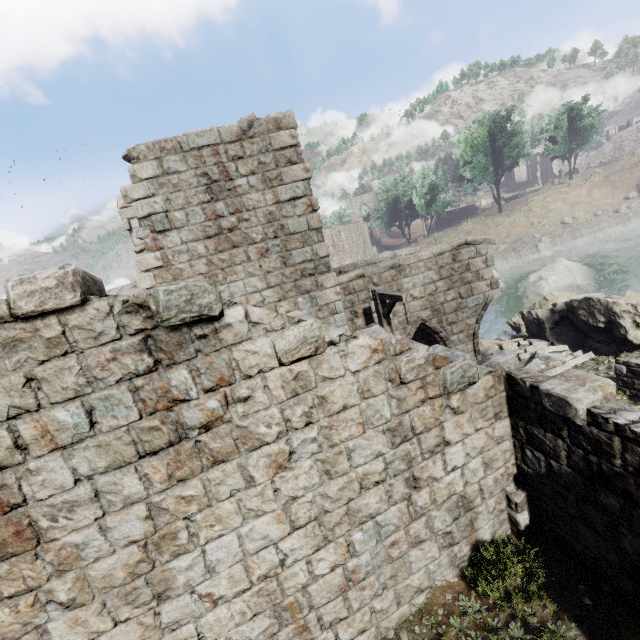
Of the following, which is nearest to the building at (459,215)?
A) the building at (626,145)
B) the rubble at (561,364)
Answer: the rubble at (561,364)

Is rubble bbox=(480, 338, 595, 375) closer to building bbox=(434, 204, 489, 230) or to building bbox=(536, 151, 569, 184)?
building bbox=(434, 204, 489, 230)

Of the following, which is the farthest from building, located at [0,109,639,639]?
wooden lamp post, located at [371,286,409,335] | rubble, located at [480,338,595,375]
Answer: wooden lamp post, located at [371,286,409,335]

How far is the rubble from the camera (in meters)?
10.87

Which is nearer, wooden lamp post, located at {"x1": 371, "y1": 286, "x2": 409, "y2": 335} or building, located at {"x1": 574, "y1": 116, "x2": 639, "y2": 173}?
wooden lamp post, located at {"x1": 371, "y1": 286, "x2": 409, "y2": 335}

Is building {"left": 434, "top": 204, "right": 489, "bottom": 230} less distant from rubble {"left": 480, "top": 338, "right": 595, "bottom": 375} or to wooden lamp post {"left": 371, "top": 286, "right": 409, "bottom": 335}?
rubble {"left": 480, "top": 338, "right": 595, "bottom": 375}

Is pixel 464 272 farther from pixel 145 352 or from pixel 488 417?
pixel 145 352

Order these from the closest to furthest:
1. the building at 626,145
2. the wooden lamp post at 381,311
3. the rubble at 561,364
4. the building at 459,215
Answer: the wooden lamp post at 381,311 < the rubble at 561,364 < the building at 626,145 < the building at 459,215
